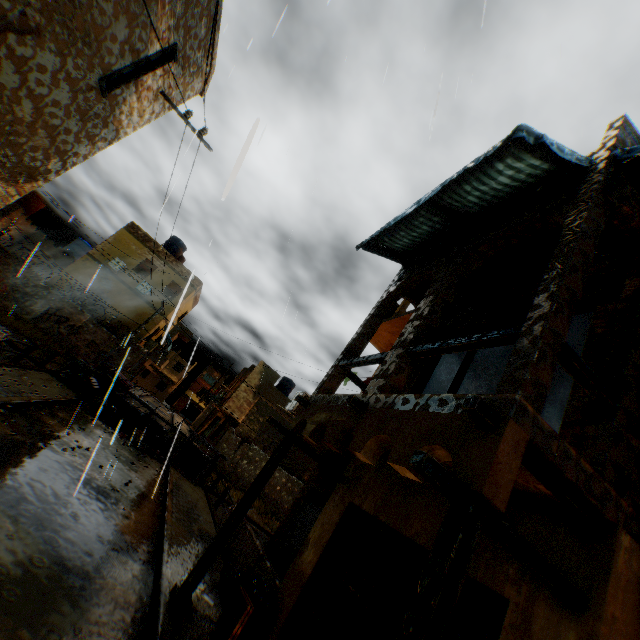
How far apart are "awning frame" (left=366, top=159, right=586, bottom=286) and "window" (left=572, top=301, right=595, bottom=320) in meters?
1.7

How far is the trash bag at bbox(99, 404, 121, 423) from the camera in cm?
1398

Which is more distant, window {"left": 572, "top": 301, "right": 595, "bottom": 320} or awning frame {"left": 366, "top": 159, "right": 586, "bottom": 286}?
window {"left": 572, "top": 301, "right": 595, "bottom": 320}

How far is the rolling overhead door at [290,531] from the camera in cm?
920

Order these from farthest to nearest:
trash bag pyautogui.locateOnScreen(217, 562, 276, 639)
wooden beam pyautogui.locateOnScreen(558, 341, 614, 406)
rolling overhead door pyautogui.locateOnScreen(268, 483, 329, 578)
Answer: rolling overhead door pyautogui.locateOnScreen(268, 483, 329, 578) < trash bag pyautogui.locateOnScreen(217, 562, 276, 639) < wooden beam pyautogui.locateOnScreen(558, 341, 614, 406)

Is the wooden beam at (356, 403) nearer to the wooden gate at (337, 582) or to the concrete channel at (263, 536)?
the wooden gate at (337, 582)

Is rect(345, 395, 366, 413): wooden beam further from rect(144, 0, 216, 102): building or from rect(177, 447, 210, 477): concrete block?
rect(177, 447, 210, 477): concrete block

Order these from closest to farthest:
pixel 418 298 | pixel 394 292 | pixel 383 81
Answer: pixel 383 81, pixel 394 292, pixel 418 298
